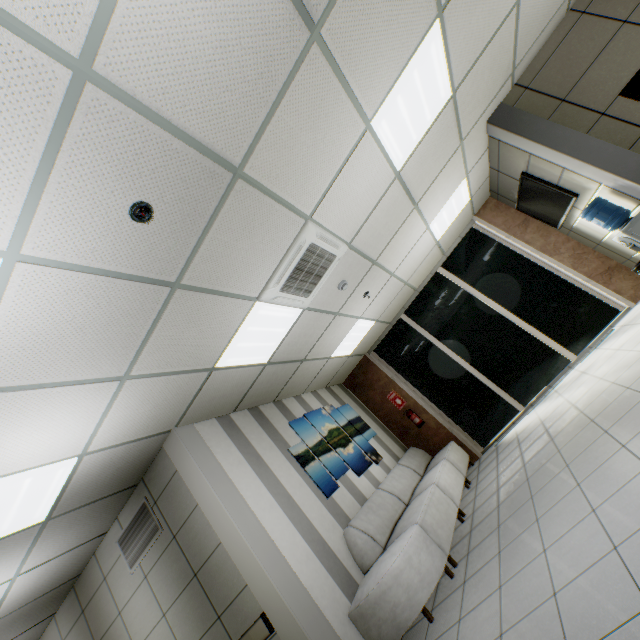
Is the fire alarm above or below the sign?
above

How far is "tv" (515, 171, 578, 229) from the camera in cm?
481

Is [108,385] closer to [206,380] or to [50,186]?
[206,380]

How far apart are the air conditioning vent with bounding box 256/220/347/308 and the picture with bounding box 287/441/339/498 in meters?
2.2

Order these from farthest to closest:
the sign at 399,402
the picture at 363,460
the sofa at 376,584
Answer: the sign at 399,402, the picture at 363,460, the sofa at 376,584

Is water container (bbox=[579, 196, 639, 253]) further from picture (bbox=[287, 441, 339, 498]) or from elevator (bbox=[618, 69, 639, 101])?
picture (bbox=[287, 441, 339, 498])

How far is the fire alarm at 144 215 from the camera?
2.0 meters

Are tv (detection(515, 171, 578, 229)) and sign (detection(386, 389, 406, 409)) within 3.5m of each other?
no
